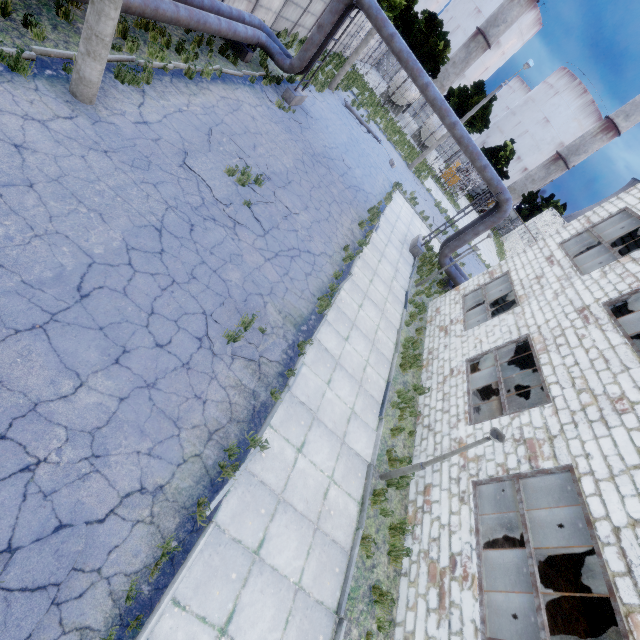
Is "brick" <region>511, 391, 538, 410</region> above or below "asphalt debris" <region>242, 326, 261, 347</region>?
above

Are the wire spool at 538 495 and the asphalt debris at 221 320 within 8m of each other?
no

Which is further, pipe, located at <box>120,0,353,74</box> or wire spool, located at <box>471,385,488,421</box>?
wire spool, located at <box>471,385,488,421</box>

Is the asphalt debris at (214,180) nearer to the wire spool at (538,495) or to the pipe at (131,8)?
the pipe at (131,8)

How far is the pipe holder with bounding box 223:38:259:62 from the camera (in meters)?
14.45

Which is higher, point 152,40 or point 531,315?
point 531,315

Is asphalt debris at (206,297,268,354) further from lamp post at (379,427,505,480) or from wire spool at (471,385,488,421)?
wire spool at (471,385,488,421)

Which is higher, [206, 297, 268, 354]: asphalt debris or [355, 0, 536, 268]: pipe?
[355, 0, 536, 268]: pipe
